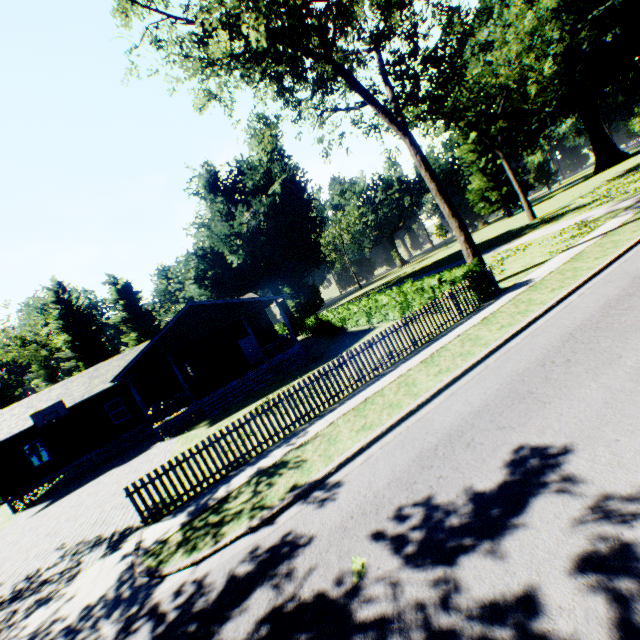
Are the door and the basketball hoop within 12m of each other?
yes

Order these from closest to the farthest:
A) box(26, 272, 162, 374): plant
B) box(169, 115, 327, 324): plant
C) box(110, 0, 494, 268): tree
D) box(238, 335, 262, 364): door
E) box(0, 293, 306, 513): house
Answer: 1. box(110, 0, 494, 268): tree
2. box(0, 293, 306, 513): house
3. box(238, 335, 262, 364): door
4. box(169, 115, 327, 324): plant
5. box(26, 272, 162, 374): plant

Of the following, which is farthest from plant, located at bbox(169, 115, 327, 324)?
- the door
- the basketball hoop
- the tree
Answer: the door

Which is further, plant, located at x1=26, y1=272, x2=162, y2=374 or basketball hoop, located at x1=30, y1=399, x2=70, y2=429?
plant, located at x1=26, y1=272, x2=162, y2=374

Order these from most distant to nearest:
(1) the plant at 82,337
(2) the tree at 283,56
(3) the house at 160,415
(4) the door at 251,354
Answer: (1) the plant at 82,337, (4) the door at 251,354, (3) the house at 160,415, (2) the tree at 283,56

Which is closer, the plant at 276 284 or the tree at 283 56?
the tree at 283 56

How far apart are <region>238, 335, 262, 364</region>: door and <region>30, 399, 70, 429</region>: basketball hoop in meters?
11.4

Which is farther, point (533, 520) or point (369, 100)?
point (369, 100)
